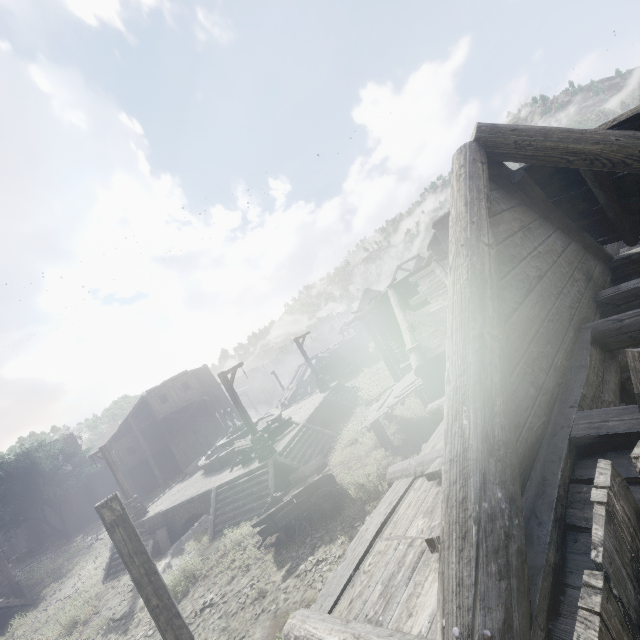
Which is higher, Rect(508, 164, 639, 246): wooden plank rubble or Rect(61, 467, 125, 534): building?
Answer: Rect(508, 164, 639, 246): wooden plank rubble

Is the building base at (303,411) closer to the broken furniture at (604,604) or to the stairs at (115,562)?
the stairs at (115,562)

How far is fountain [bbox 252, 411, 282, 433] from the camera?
20.1 meters

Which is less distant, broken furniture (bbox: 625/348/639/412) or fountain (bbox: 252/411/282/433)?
broken furniture (bbox: 625/348/639/412)

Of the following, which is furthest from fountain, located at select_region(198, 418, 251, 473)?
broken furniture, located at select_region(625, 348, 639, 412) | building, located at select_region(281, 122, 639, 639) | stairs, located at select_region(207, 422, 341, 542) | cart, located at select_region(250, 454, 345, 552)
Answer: broken furniture, located at select_region(625, 348, 639, 412)

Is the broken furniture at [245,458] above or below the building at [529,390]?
below

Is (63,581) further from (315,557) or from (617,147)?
(617,147)

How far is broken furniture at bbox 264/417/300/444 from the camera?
17.94m
